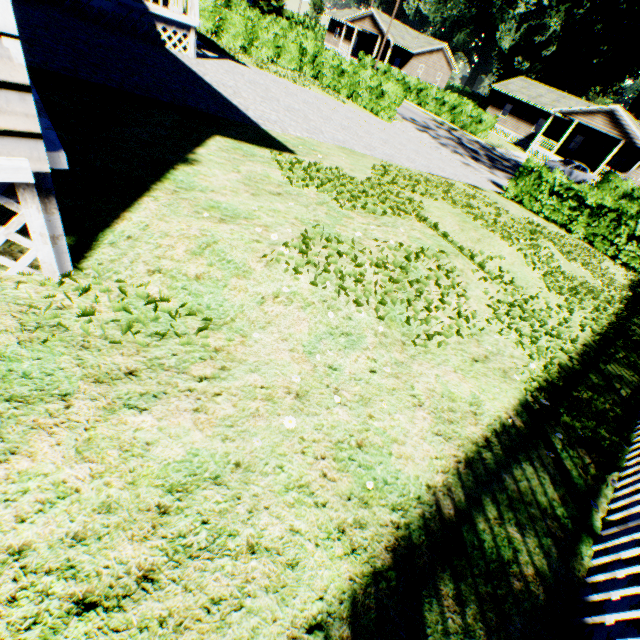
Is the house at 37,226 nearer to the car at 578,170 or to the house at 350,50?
the house at 350,50

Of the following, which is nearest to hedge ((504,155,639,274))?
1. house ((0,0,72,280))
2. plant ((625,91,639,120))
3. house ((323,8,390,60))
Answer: house ((0,0,72,280))

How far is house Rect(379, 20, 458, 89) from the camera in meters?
43.8

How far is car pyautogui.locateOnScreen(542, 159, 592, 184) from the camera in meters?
30.1

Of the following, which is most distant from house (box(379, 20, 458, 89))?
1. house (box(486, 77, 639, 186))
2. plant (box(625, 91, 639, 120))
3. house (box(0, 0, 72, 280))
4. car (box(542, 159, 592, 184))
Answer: car (box(542, 159, 592, 184))

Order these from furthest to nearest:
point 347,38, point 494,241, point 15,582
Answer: point 347,38, point 494,241, point 15,582

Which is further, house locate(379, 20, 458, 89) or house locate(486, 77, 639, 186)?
house locate(379, 20, 458, 89)

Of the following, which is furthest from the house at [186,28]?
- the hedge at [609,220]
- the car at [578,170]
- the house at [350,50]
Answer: the car at [578,170]
